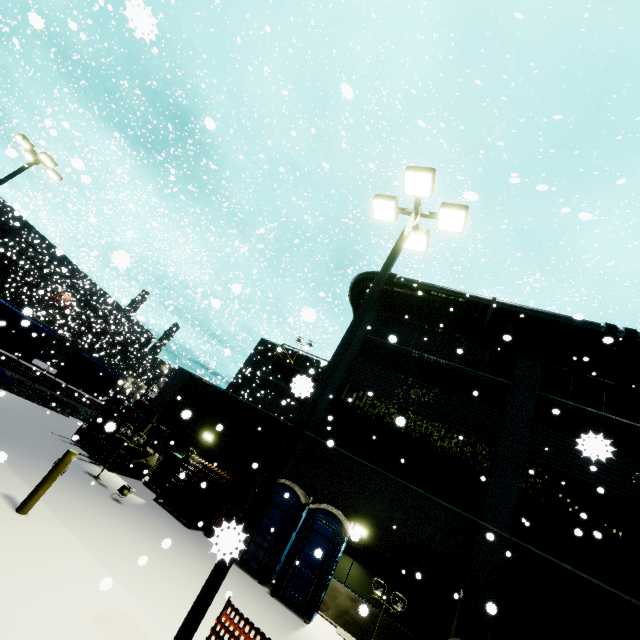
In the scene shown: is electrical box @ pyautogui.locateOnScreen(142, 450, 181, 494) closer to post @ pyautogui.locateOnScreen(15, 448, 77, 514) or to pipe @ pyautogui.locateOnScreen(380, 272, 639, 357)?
post @ pyautogui.locateOnScreen(15, 448, 77, 514)

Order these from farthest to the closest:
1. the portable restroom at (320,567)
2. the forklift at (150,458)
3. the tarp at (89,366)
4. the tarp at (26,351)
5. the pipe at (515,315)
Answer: the tarp at (89,366) → the tarp at (26,351) → the pipe at (515,315) → the forklift at (150,458) → the portable restroom at (320,567)

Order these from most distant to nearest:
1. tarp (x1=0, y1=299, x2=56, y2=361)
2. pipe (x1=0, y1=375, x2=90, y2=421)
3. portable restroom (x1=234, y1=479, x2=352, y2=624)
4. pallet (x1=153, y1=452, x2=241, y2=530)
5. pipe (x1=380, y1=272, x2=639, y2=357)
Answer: tarp (x1=0, y1=299, x2=56, y2=361) < pipe (x1=0, y1=375, x2=90, y2=421) < pipe (x1=380, y1=272, x2=639, y2=357) < pallet (x1=153, y1=452, x2=241, y2=530) < portable restroom (x1=234, y1=479, x2=352, y2=624)

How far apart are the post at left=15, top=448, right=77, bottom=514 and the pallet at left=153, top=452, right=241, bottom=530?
5.9m

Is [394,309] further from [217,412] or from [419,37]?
[419,37]

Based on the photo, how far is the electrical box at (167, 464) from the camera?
13.4m

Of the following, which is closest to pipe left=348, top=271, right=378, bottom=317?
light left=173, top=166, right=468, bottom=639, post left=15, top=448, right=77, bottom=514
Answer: light left=173, top=166, right=468, bottom=639

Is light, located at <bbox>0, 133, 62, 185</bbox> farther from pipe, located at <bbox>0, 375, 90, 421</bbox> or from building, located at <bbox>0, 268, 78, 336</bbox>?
building, located at <bbox>0, 268, 78, 336</bbox>
